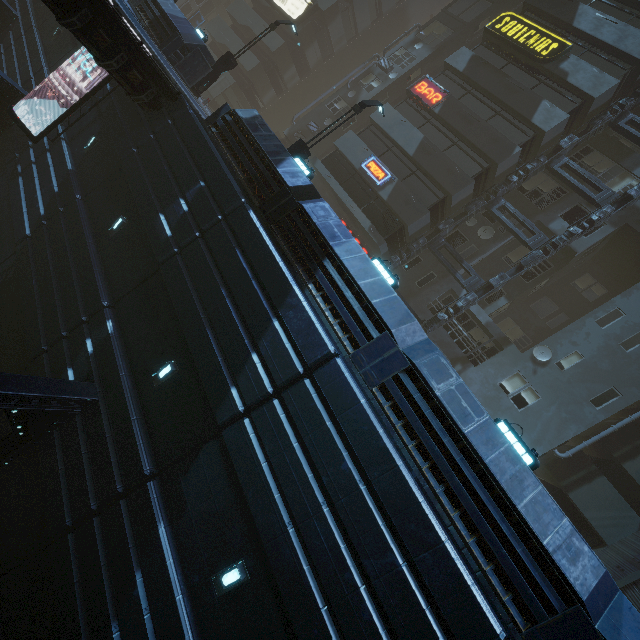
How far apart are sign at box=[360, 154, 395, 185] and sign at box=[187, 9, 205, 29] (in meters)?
38.21

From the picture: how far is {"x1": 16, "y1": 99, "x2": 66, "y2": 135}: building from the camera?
16.25m

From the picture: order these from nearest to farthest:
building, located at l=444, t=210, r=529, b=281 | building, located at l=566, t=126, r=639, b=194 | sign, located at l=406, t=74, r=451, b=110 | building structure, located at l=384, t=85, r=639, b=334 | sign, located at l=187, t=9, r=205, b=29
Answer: building structure, located at l=384, t=85, r=639, b=334
building, located at l=566, t=126, r=639, b=194
building, located at l=444, t=210, r=529, b=281
sign, located at l=406, t=74, r=451, b=110
sign, located at l=187, t=9, r=205, b=29

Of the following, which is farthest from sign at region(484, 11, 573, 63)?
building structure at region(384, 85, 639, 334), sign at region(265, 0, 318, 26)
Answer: sign at region(265, 0, 318, 26)

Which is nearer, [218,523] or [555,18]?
[218,523]

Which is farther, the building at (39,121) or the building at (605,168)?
the building at (605,168)

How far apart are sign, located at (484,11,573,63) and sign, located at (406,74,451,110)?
4.3m

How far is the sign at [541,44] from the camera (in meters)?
18.88
